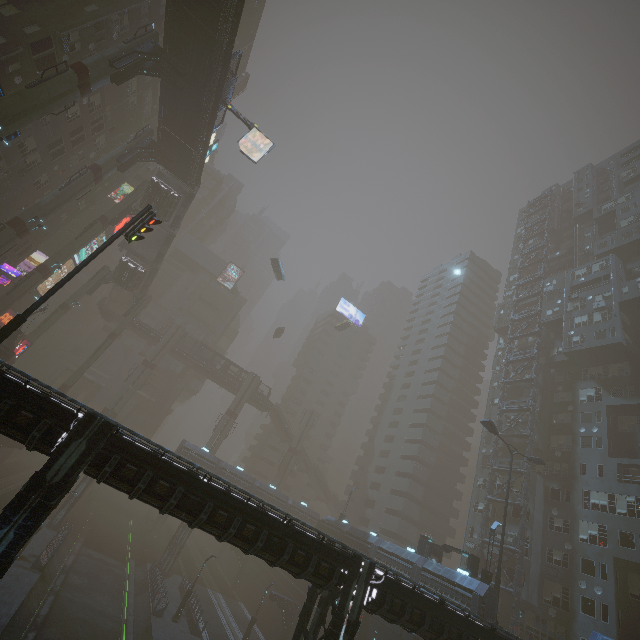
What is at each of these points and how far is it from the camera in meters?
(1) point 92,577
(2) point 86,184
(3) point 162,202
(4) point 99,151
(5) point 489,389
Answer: (1) train rail, 32.9 m
(2) sm, 32.5 m
(3) bridge, 40.3 m
(4) building, 42.2 m
(5) building, 50.0 m

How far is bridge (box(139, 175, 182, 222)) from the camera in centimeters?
3959cm

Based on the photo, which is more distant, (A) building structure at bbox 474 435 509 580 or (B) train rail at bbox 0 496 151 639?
(A) building structure at bbox 474 435 509 580

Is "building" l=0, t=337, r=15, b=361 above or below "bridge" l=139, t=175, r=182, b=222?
below

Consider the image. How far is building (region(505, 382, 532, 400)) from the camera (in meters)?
43.21

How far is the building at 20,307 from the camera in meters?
46.9 m

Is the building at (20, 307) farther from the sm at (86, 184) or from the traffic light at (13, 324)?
the sm at (86, 184)

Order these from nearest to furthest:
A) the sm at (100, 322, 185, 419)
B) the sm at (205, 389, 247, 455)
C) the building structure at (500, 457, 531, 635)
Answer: the building structure at (500, 457, 531, 635), the sm at (100, 322, 185, 419), the sm at (205, 389, 247, 455)
